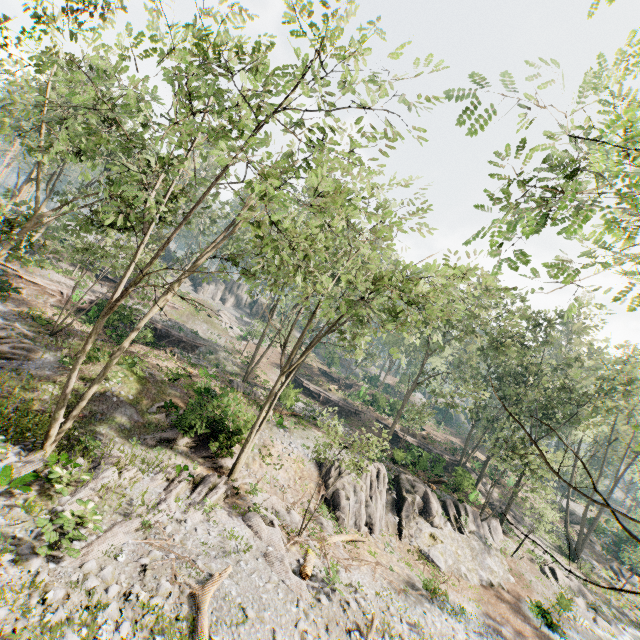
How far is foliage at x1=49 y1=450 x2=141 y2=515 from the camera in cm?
1094

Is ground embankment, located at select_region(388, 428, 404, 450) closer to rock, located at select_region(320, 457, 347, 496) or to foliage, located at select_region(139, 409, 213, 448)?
foliage, located at select_region(139, 409, 213, 448)

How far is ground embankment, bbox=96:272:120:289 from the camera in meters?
39.8 m

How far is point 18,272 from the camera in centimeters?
2711cm

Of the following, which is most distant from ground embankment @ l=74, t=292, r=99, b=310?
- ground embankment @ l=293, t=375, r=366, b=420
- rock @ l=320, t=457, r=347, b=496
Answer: rock @ l=320, t=457, r=347, b=496

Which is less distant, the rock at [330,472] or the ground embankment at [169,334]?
the rock at [330,472]

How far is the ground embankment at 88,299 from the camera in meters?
29.9

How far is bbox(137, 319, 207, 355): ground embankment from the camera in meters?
28.1
